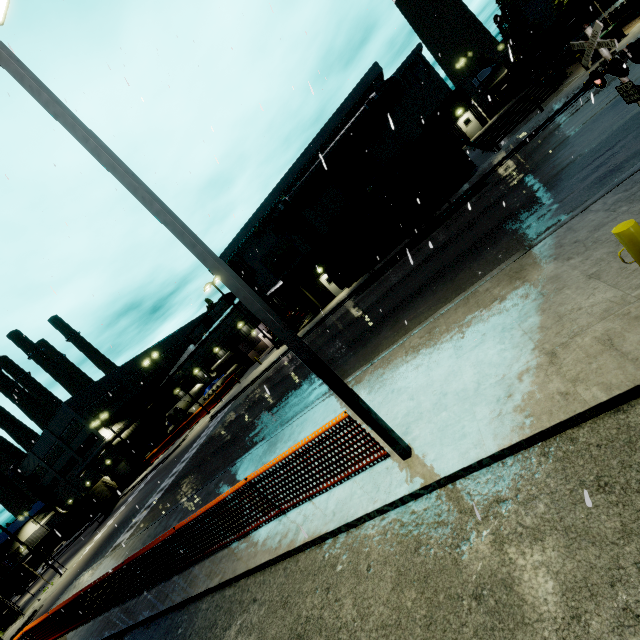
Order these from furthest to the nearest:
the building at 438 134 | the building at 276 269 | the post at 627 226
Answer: the building at 438 134 → the building at 276 269 → the post at 627 226

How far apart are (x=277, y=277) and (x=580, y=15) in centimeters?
3351cm

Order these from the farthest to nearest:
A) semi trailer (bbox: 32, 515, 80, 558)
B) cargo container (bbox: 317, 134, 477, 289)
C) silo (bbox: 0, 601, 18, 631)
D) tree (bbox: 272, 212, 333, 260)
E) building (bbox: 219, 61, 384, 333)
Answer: semi trailer (bbox: 32, 515, 80, 558) → tree (bbox: 272, 212, 333, 260) → silo (bbox: 0, 601, 18, 631) → building (bbox: 219, 61, 384, 333) → cargo container (bbox: 317, 134, 477, 289)

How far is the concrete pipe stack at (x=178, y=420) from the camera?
44.06m

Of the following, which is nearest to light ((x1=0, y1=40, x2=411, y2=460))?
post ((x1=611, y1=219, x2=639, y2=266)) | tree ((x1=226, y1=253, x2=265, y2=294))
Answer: post ((x1=611, y1=219, x2=639, y2=266))

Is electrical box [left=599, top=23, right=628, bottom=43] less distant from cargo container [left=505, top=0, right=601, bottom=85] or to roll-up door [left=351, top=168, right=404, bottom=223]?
cargo container [left=505, top=0, right=601, bottom=85]

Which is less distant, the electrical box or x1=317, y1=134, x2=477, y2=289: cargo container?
x1=317, y1=134, x2=477, y2=289: cargo container

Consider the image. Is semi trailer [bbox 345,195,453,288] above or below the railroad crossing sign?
below
